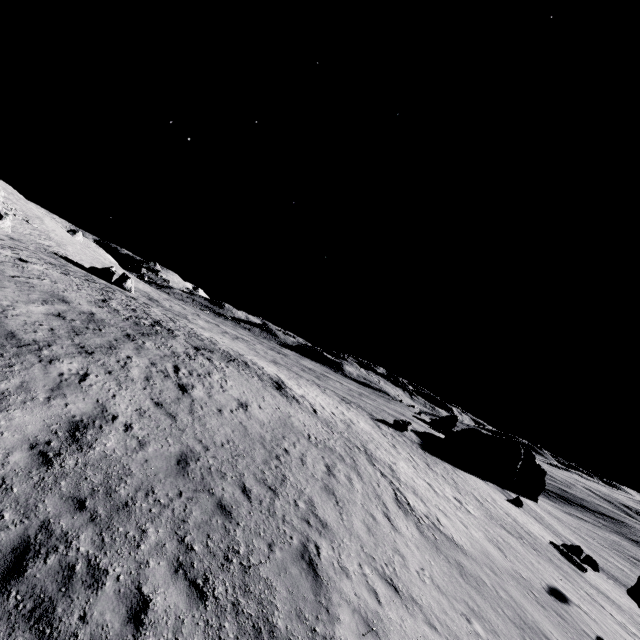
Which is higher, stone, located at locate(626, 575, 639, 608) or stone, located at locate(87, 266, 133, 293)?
stone, located at locate(87, 266, 133, 293)

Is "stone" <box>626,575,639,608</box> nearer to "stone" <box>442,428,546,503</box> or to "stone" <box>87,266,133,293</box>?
"stone" <box>442,428,546,503</box>

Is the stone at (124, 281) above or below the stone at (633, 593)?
above

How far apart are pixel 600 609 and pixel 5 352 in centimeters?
3311cm

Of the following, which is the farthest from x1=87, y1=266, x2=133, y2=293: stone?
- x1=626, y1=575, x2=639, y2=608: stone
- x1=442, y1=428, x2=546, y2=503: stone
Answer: x1=626, y1=575, x2=639, y2=608: stone

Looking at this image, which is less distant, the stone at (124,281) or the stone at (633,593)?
the stone at (633,593)
